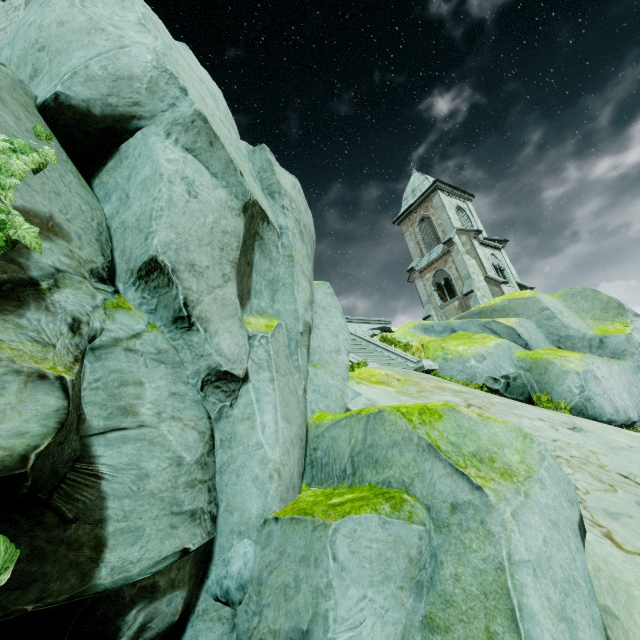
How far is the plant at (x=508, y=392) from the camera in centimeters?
838cm

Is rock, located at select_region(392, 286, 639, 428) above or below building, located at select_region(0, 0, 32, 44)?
below

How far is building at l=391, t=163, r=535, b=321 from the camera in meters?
24.7 m

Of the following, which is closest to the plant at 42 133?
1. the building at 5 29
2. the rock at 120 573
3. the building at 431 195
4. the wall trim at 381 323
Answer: the rock at 120 573

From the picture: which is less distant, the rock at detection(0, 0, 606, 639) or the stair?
the rock at detection(0, 0, 606, 639)

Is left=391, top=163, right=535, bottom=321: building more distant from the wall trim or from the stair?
the stair

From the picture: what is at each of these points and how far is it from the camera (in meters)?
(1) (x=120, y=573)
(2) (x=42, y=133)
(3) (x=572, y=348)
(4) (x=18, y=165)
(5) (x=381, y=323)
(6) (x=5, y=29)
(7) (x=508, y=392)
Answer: (1) rock, 2.15
(2) plant, 2.23
(3) rock, 14.46
(4) plant, 1.97
(5) wall trim, 19.31
(6) building, 9.51
(7) plant, 8.91

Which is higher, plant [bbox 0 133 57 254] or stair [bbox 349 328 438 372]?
stair [bbox 349 328 438 372]
